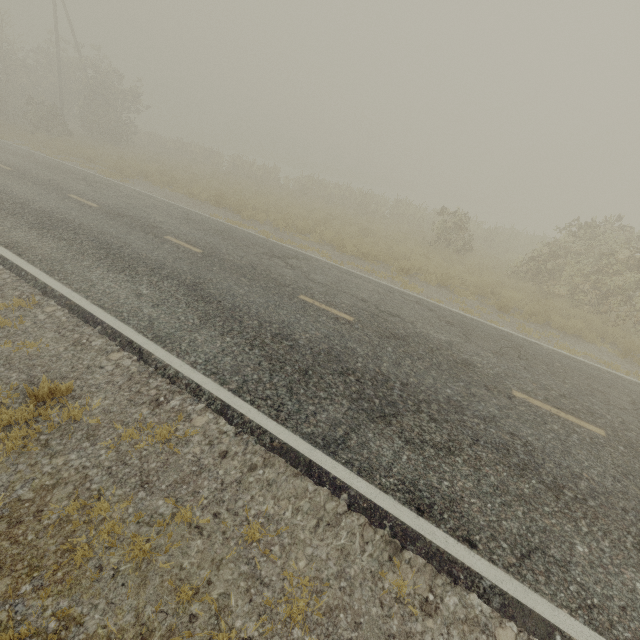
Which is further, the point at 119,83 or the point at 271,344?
the point at 119,83
